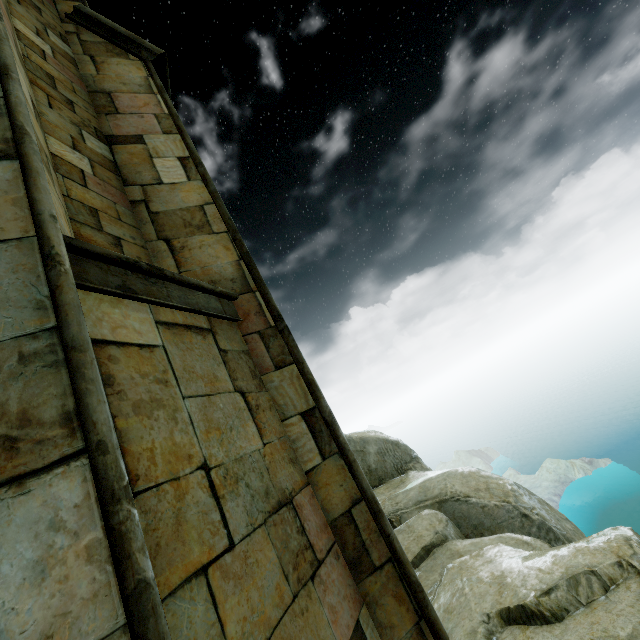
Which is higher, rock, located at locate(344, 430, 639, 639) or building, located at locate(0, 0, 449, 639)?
building, located at locate(0, 0, 449, 639)

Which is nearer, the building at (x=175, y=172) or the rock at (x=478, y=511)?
the building at (x=175, y=172)

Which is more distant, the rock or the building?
the rock

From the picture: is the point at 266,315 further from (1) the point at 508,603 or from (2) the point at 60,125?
(1) the point at 508,603

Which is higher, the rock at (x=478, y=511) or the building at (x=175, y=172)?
the building at (x=175, y=172)
